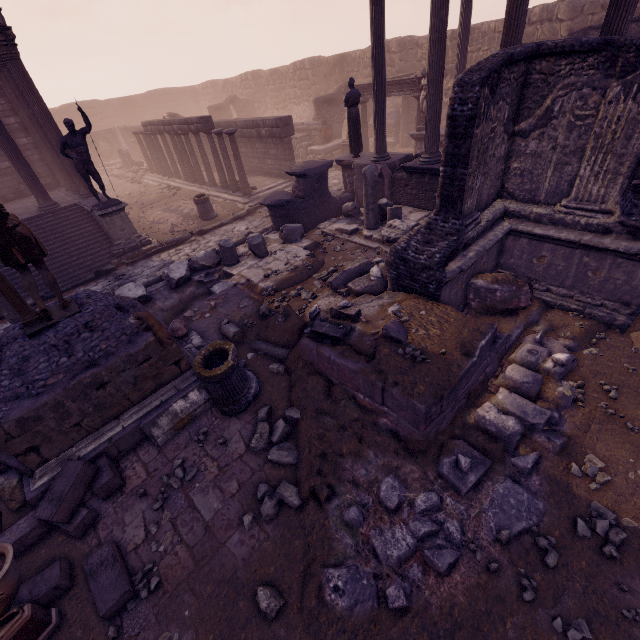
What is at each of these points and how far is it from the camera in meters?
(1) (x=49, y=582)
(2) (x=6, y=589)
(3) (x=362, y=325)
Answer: (1) stone blocks, 3.5
(2) sculpture, 2.8
(3) debris pile, 5.3

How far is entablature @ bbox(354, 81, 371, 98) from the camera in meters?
15.5 m

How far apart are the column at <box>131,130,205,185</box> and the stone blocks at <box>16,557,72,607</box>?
20.1m

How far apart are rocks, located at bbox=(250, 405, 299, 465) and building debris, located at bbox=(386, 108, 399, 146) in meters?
20.2

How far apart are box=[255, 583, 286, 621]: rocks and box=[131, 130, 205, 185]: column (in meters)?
21.19

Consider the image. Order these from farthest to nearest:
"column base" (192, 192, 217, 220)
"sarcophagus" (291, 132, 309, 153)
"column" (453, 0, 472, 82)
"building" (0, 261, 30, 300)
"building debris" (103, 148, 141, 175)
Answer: "building debris" (103, 148, 141, 175)
"sarcophagus" (291, 132, 309, 153)
"column base" (192, 192, 217, 220)
"column" (453, 0, 472, 82)
"building" (0, 261, 30, 300)

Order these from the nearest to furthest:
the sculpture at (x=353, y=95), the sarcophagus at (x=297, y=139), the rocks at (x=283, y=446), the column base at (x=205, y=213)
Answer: the rocks at (x=283, y=446), the sculpture at (x=353, y=95), the column base at (x=205, y=213), the sarcophagus at (x=297, y=139)

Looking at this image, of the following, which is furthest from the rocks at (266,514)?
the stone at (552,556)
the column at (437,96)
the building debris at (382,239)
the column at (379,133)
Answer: the column at (379,133)
